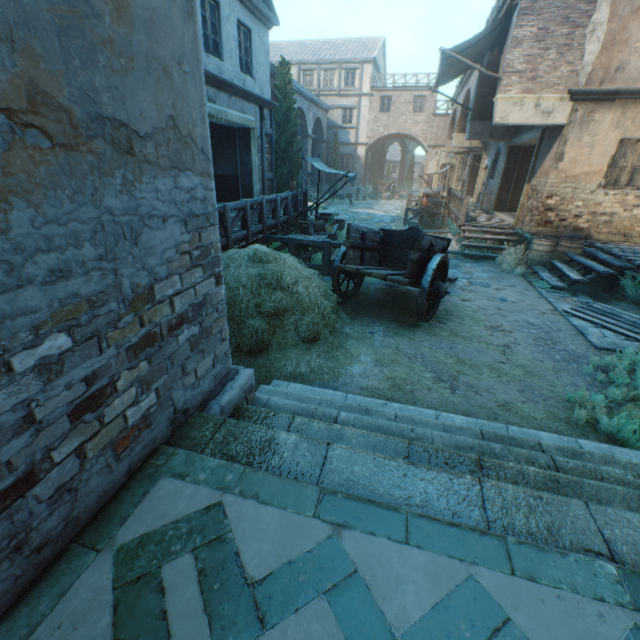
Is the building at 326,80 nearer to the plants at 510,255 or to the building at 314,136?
the building at 314,136

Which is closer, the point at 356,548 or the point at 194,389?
the point at 356,548

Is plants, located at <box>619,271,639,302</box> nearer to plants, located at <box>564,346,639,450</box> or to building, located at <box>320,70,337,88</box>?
plants, located at <box>564,346,639,450</box>

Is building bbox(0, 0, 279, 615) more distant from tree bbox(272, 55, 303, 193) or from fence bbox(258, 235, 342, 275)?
fence bbox(258, 235, 342, 275)

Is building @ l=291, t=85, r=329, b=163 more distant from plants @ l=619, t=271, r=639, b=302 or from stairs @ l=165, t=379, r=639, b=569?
plants @ l=619, t=271, r=639, b=302

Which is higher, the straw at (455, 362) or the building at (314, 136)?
the building at (314, 136)

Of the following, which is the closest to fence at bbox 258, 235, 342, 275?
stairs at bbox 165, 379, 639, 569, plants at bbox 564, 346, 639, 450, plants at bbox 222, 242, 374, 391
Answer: plants at bbox 222, 242, 374, 391

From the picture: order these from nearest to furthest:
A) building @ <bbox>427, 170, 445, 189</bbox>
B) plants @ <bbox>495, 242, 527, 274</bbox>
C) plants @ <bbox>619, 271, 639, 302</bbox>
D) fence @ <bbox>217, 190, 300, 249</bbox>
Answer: fence @ <bbox>217, 190, 300, 249</bbox>, plants @ <bbox>619, 271, 639, 302</bbox>, plants @ <bbox>495, 242, 527, 274</bbox>, building @ <bbox>427, 170, 445, 189</bbox>
